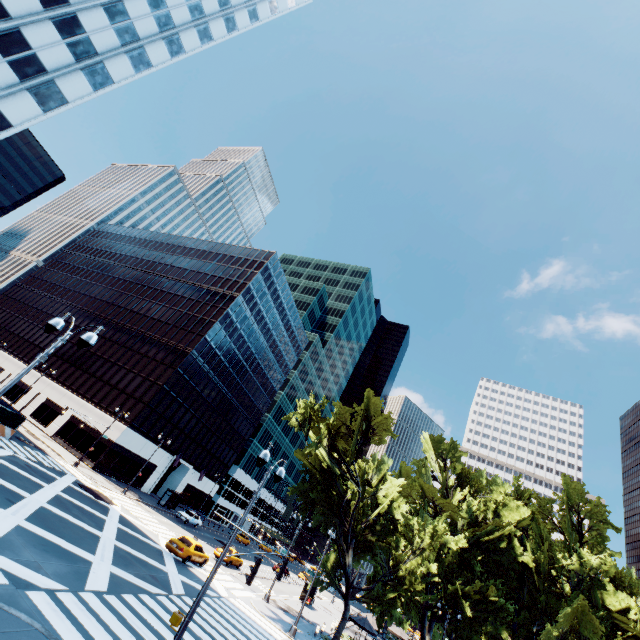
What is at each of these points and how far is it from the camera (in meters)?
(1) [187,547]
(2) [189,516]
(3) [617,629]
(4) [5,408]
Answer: (1) vehicle, 25.97
(2) vehicle, 45.38
(3) tree, 34.44
(4) fence, 30.17

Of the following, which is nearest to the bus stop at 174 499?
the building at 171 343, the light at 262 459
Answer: the building at 171 343

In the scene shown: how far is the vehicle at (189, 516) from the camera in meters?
44.4 m

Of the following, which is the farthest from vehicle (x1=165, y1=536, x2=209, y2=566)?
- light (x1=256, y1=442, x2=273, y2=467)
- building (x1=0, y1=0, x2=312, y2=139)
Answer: building (x1=0, y1=0, x2=312, y2=139)

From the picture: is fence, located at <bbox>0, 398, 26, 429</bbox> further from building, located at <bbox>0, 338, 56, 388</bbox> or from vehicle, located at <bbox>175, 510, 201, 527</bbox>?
vehicle, located at <bbox>175, 510, 201, 527</bbox>

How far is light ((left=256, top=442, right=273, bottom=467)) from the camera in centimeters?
1064cm

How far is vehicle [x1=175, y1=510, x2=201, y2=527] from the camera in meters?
44.4 m

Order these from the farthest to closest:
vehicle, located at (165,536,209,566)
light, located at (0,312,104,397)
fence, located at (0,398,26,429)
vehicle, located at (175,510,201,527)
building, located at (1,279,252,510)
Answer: building, located at (1,279,252,510), vehicle, located at (175,510,201,527), fence, located at (0,398,26,429), vehicle, located at (165,536,209,566), light, located at (0,312,104,397)
